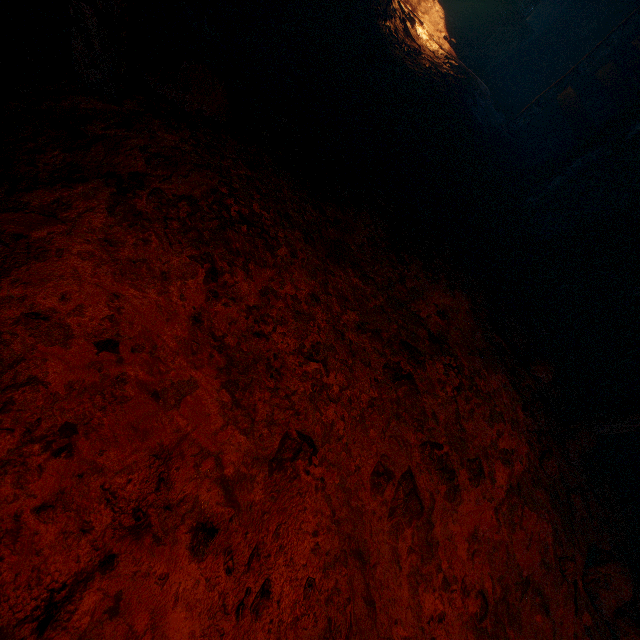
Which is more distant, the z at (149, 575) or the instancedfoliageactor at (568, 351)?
the instancedfoliageactor at (568, 351)

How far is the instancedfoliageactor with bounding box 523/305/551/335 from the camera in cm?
315

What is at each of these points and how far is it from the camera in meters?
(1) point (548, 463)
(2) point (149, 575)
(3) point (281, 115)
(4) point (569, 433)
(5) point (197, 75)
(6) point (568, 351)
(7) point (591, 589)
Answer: (1) instancedfoliageactor, 2.3
(2) z, 1.1
(3) instancedfoliageactor, 2.4
(4) instancedfoliageactor, 2.6
(5) instancedfoliageactor, 1.7
(6) instancedfoliageactor, 3.3
(7) instancedfoliageactor, 2.1

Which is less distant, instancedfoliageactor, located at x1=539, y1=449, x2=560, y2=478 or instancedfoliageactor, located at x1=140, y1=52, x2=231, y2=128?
instancedfoliageactor, located at x1=140, y1=52, x2=231, y2=128

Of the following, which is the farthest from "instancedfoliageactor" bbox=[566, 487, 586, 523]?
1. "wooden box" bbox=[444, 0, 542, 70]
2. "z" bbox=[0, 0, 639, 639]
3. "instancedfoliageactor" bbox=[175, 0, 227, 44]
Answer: "wooden box" bbox=[444, 0, 542, 70]

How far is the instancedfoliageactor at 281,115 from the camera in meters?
2.4 m

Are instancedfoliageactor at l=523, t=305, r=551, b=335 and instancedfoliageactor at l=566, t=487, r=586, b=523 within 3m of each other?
yes

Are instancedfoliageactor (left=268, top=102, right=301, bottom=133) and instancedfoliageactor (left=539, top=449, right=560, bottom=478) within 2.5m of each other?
no
